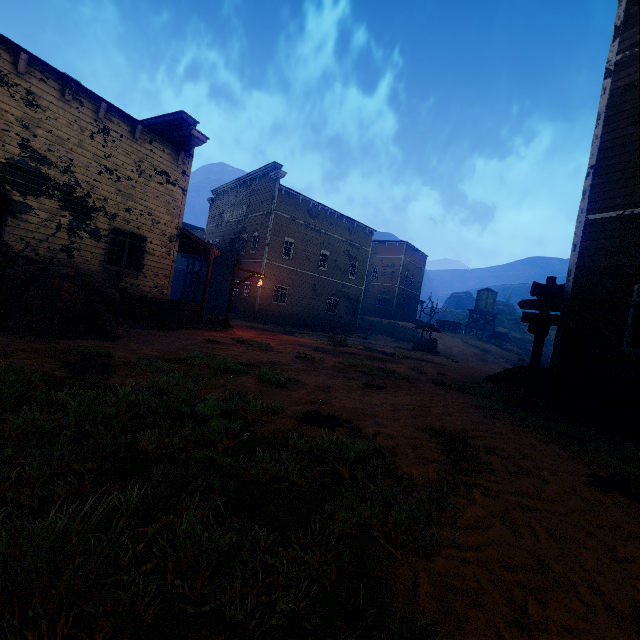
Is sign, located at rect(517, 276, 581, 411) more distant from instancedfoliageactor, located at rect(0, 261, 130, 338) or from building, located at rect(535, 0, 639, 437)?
instancedfoliageactor, located at rect(0, 261, 130, 338)

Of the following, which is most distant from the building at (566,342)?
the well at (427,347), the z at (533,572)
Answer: the well at (427,347)

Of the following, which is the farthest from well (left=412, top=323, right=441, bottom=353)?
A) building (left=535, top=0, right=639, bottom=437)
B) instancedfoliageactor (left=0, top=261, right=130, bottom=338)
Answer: instancedfoliageactor (left=0, top=261, right=130, bottom=338)

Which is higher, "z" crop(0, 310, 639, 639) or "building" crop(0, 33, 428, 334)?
"building" crop(0, 33, 428, 334)

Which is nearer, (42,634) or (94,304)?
(42,634)

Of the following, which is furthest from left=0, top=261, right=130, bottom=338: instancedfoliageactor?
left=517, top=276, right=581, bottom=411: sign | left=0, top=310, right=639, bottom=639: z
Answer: left=517, top=276, right=581, bottom=411: sign

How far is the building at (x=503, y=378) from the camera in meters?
11.7 m

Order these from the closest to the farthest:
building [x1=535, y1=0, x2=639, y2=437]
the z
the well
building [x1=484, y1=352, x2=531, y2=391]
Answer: the z, building [x1=535, y1=0, x2=639, y2=437], building [x1=484, y1=352, x2=531, y2=391], the well
